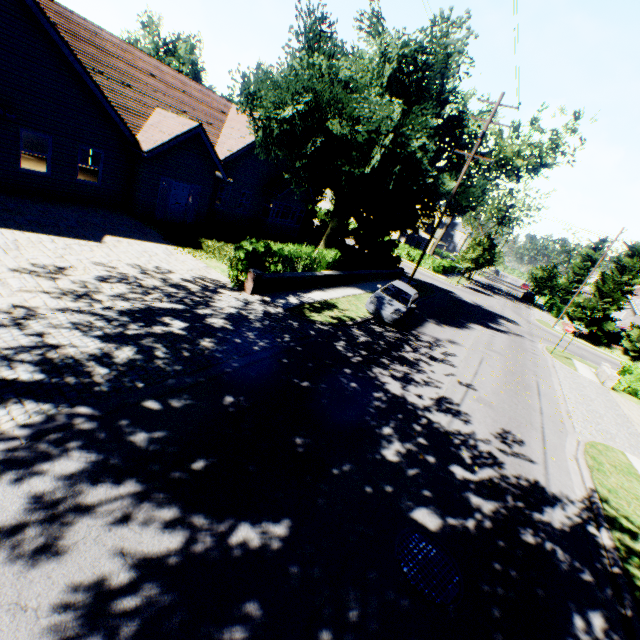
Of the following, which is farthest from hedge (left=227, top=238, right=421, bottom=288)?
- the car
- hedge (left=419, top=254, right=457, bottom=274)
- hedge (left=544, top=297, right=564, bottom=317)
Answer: hedge (left=544, top=297, right=564, bottom=317)

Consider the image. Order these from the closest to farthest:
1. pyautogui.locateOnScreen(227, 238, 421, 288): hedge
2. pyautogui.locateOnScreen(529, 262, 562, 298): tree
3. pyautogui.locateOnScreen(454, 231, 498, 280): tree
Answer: pyautogui.locateOnScreen(227, 238, 421, 288): hedge < pyautogui.locateOnScreen(454, 231, 498, 280): tree < pyautogui.locateOnScreen(529, 262, 562, 298): tree

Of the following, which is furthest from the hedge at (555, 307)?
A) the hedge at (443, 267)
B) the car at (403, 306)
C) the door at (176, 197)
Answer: the door at (176, 197)

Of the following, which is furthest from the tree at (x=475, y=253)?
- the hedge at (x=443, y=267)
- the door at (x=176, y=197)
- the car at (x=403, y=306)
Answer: the door at (x=176, y=197)

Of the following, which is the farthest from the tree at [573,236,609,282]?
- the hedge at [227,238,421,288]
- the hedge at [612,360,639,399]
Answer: the hedge at [612,360,639,399]

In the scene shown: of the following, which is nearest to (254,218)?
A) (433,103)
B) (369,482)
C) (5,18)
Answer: (433,103)

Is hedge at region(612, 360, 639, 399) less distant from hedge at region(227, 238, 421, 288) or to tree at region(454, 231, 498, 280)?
tree at region(454, 231, 498, 280)

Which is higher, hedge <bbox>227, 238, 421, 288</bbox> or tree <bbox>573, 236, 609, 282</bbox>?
tree <bbox>573, 236, 609, 282</bbox>
